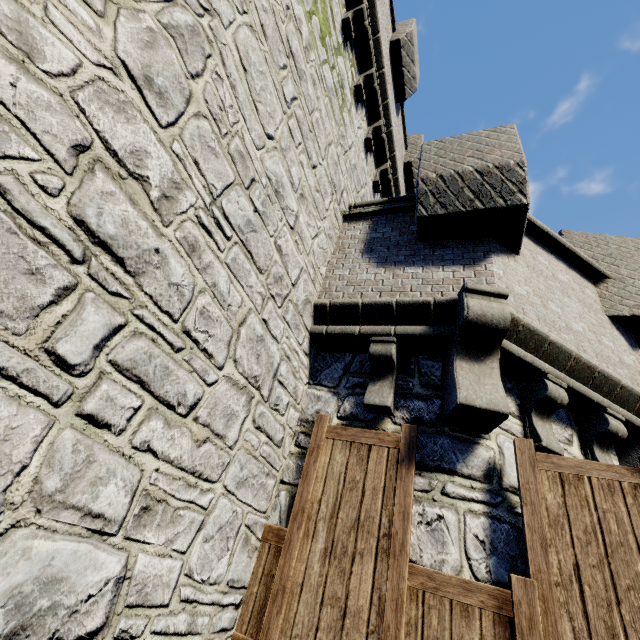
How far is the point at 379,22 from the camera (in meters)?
6.79
